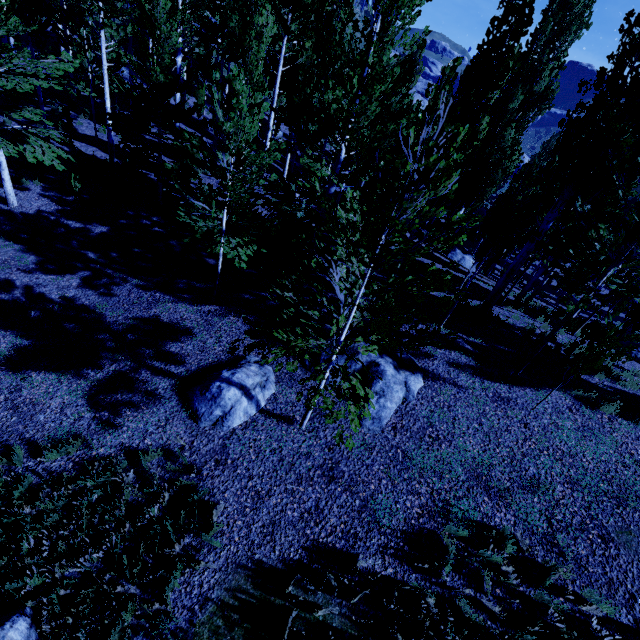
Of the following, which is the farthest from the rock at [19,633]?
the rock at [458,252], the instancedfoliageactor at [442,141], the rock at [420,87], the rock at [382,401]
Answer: the rock at [420,87]

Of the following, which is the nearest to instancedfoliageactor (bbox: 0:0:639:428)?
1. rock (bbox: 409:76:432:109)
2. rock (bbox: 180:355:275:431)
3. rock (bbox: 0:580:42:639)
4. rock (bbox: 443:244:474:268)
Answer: rock (bbox: 443:244:474:268)

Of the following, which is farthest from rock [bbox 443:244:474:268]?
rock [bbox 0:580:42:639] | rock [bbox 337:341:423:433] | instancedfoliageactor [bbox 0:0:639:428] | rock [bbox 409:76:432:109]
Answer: rock [bbox 409:76:432:109]

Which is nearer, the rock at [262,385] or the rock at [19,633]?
the rock at [19,633]

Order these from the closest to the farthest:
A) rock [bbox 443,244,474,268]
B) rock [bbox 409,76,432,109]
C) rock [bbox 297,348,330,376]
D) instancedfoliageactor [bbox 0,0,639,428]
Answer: instancedfoliageactor [bbox 0,0,639,428] → rock [bbox 297,348,330,376] → rock [bbox 443,244,474,268] → rock [bbox 409,76,432,109]

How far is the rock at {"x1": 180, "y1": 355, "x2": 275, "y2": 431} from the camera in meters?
6.6

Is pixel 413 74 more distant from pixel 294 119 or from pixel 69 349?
pixel 69 349

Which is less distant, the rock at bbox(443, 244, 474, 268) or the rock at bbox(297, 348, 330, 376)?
the rock at bbox(297, 348, 330, 376)
